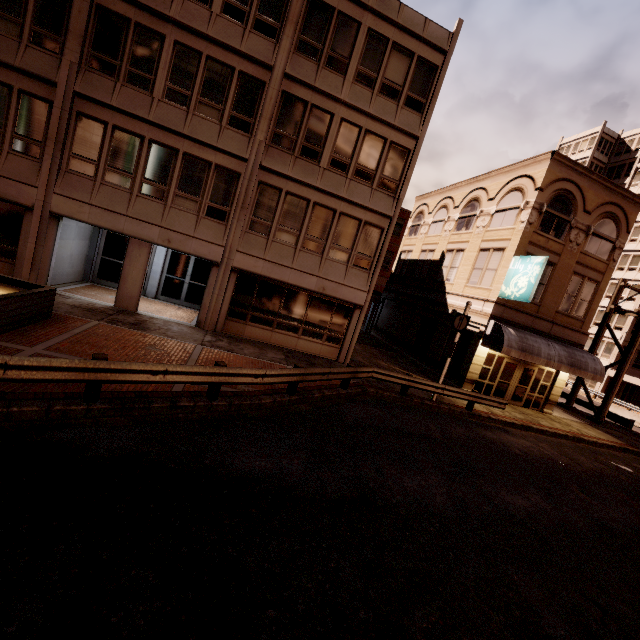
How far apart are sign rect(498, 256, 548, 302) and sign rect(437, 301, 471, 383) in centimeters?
352cm

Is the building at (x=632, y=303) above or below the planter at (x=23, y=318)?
above

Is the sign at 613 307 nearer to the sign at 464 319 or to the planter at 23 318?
the sign at 464 319

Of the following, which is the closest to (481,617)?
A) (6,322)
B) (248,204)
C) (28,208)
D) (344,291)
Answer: (6,322)

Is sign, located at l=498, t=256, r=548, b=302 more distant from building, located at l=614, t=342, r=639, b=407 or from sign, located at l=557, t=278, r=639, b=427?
building, located at l=614, t=342, r=639, b=407

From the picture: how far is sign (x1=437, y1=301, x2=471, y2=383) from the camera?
14.1m

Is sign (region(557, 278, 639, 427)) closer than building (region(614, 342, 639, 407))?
Yes

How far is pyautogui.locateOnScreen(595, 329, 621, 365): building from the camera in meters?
38.9
